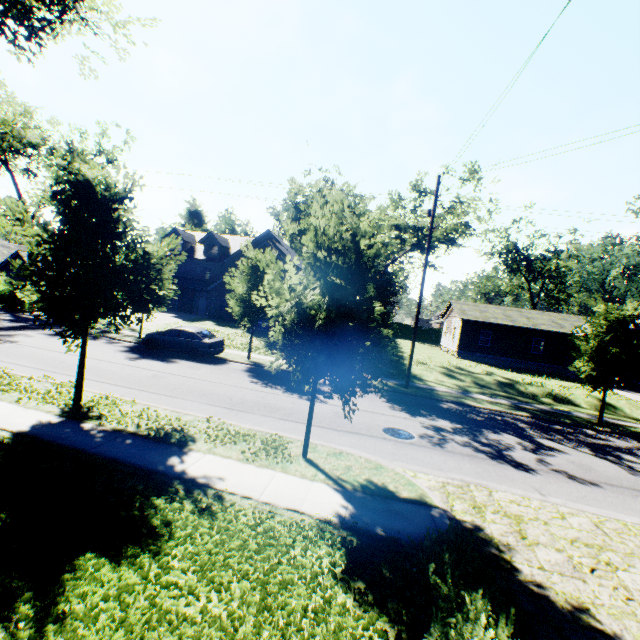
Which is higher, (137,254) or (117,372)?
(137,254)

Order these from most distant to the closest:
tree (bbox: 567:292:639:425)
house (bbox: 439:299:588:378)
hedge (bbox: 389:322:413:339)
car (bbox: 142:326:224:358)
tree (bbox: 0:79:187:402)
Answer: hedge (bbox: 389:322:413:339) < house (bbox: 439:299:588:378) < car (bbox: 142:326:224:358) < tree (bbox: 567:292:639:425) < tree (bbox: 0:79:187:402)

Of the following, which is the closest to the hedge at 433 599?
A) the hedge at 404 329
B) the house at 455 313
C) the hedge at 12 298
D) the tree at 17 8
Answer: the tree at 17 8

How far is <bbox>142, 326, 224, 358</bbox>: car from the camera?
18.4m

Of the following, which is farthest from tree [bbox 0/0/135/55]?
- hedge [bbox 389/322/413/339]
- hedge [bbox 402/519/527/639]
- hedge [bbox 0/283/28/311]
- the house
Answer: hedge [bbox 389/322/413/339]

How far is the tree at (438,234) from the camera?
19.5m

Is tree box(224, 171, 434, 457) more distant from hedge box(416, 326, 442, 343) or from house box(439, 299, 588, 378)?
hedge box(416, 326, 442, 343)
